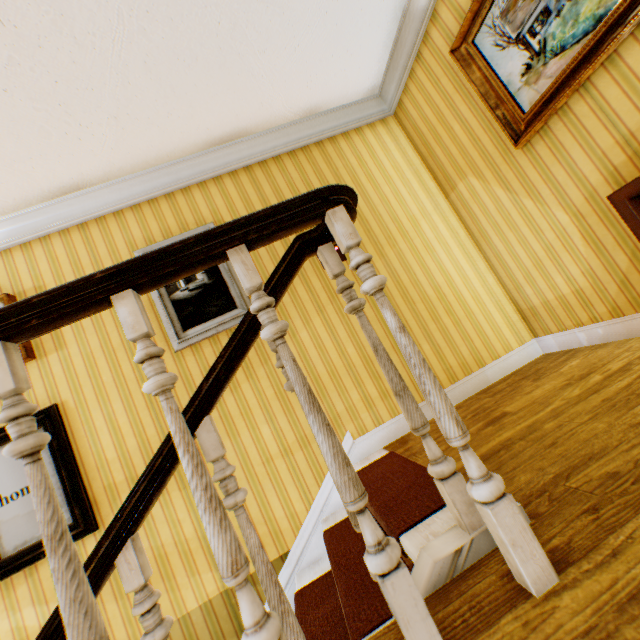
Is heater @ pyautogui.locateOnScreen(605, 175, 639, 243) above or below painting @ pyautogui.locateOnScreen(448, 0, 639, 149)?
below

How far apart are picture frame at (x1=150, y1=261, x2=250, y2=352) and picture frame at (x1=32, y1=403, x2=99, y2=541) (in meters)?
0.96

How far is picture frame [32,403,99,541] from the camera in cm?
234

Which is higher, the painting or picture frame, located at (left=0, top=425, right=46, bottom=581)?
the painting

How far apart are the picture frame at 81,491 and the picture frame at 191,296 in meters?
1.0

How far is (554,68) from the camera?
2.0 meters

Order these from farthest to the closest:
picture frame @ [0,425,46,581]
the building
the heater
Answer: picture frame @ [0,425,46,581] → the heater → the building

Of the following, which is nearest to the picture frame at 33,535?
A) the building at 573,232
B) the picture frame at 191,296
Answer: the building at 573,232
